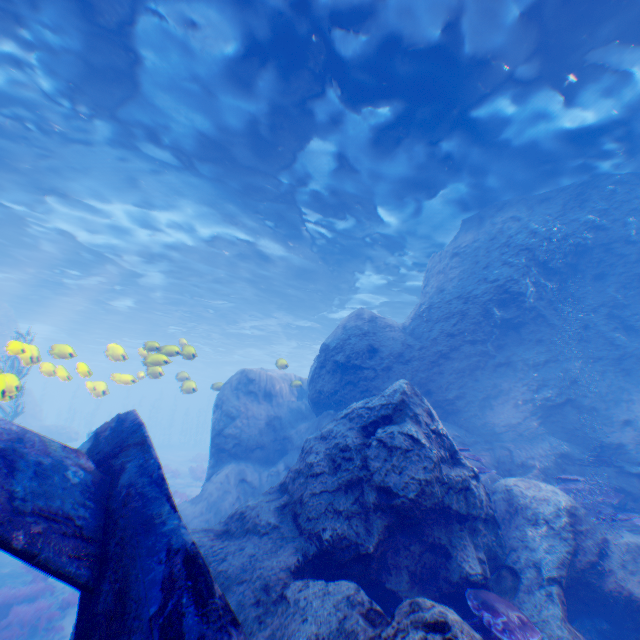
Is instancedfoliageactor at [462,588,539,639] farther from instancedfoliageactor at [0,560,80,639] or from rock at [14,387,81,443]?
instancedfoliageactor at [0,560,80,639]

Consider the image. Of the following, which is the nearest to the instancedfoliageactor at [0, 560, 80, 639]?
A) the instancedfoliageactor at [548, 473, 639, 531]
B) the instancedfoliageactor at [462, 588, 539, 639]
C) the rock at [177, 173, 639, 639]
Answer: the rock at [177, 173, 639, 639]

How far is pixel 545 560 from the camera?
5.13m

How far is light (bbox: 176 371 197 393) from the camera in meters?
12.1 m

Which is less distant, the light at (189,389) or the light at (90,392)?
the light at (90,392)

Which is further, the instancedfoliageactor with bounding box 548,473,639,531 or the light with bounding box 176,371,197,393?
the light with bounding box 176,371,197,393

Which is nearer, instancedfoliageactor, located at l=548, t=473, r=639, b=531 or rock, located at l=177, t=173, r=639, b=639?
rock, located at l=177, t=173, r=639, b=639

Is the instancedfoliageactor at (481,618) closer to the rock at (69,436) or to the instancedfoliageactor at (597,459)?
the rock at (69,436)
